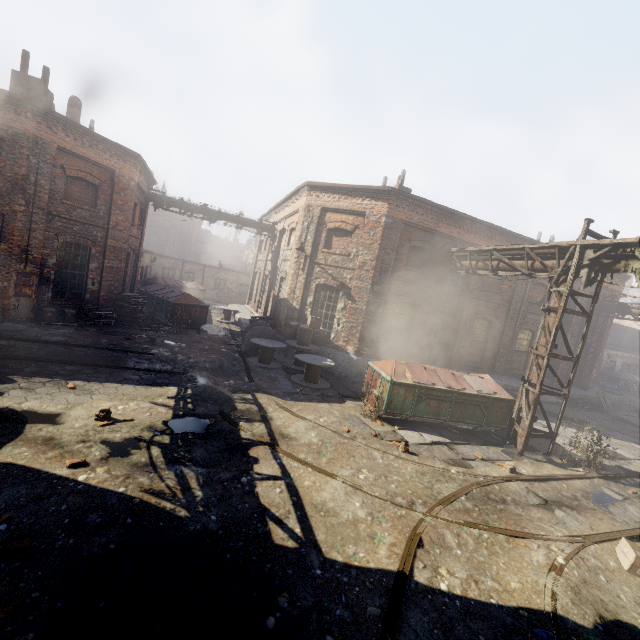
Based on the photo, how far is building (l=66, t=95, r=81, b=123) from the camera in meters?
16.2 m

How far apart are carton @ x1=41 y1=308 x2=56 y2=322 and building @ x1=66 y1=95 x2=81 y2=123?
9.8m

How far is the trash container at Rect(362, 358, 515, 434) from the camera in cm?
998

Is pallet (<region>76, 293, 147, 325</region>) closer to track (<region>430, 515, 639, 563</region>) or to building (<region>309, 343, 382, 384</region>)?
building (<region>309, 343, 382, 384</region>)

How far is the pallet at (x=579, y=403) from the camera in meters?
18.2

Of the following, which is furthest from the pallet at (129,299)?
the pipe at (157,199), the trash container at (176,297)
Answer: the pipe at (157,199)

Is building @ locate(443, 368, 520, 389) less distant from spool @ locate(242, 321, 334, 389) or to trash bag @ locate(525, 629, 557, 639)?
spool @ locate(242, 321, 334, 389)

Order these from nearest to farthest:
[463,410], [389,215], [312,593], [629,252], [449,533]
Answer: [312,593], [449,533], [629,252], [463,410], [389,215]
